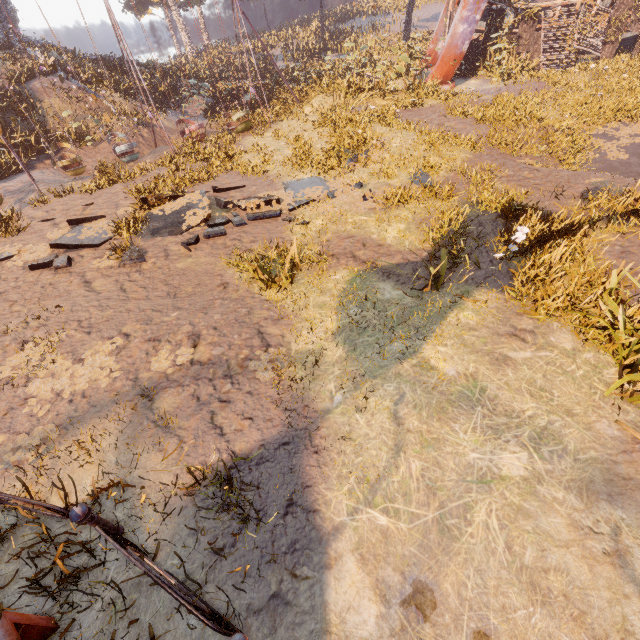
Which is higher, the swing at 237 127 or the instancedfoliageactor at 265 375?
the swing at 237 127

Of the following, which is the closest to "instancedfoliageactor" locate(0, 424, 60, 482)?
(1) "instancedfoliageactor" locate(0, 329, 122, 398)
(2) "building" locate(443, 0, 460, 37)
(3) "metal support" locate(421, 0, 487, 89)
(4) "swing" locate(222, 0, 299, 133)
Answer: (1) "instancedfoliageactor" locate(0, 329, 122, 398)

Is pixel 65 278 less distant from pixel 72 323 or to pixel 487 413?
pixel 72 323

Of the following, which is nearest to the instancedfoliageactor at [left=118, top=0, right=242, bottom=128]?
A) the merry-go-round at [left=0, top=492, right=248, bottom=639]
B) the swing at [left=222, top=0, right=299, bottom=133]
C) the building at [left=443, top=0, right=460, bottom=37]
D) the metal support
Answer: the swing at [left=222, top=0, right=299, bottom=133]

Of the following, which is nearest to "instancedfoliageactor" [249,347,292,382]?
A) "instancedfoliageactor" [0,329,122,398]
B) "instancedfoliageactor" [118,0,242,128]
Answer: "instancedfoliageactor" [0,329,122,398]

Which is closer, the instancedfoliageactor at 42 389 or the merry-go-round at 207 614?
the merry-go-round at 207 614

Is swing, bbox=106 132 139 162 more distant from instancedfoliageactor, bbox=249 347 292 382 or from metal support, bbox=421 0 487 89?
instancedfoliageactor, bbox=249 347 292 382

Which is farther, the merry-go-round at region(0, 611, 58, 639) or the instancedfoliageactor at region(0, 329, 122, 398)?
the instancedfoliageactor at region(0, 329, 122, 398)
